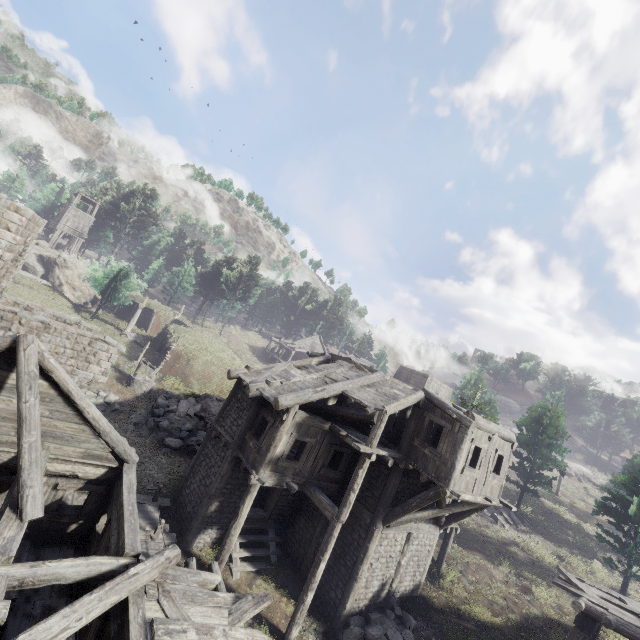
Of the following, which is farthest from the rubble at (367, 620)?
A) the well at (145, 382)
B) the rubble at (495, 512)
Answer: the well at (145, 382)

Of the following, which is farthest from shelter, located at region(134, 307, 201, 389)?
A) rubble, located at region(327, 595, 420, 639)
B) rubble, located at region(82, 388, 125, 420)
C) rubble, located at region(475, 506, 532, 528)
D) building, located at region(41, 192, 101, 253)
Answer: rubble, located at region(475, 506, 532, 528)

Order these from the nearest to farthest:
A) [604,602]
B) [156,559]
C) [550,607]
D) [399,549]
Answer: [156,559]
[604,602]
[399,549]
[550,607]

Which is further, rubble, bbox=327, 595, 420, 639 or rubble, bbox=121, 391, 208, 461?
rubble, bbox=121, 391, 208, 461

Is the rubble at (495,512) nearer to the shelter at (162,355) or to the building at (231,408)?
the building at (231,408)

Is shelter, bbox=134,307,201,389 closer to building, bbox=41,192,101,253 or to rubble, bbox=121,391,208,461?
rubble, bbox=121,391,208,461

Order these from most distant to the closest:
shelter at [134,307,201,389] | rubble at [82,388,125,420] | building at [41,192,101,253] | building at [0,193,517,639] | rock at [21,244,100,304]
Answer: building at [41,192,101,253] → rock at [21,244,100,304] → shelter at [134,307,201,389] → rubble at [82,388,125,420] → building at [0,193,517,639]

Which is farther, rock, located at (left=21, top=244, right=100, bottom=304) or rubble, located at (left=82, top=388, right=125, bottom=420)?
rock, located at (left=21, top=244, right=100, bottom=304)
